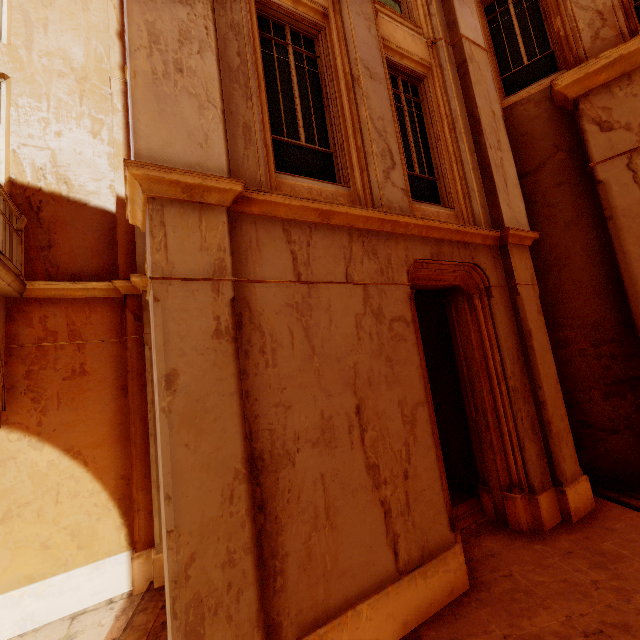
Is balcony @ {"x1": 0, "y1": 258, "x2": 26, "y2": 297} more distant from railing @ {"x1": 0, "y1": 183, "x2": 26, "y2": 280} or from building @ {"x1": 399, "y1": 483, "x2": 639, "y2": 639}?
building @ {"x1": 399, "y1": 483, "x2": 639, "y2": 639}

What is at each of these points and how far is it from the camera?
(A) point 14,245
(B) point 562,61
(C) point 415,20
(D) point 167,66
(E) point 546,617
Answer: (A) railing, 4.7m
(B) window, 6.6m
(C) window, 6.2m
(D) column, 3.0m
(E) building, 3.2m

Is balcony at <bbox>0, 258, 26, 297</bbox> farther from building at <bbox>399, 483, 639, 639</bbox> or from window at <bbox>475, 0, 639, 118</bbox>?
window at <bbox>475, 0, 639, 118</bbox>

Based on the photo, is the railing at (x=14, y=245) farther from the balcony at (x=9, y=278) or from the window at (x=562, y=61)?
the window at (x=562, y=61)

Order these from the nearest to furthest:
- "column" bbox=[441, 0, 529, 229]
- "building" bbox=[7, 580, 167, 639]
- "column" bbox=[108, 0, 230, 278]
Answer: "column" bbox=[108, 0, 230, 278] < "building" bbox=[7, 580, 167, 639] < "column" bbox=[441, 0, 529, 229]

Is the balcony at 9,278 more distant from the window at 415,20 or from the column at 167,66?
the window at 415,20

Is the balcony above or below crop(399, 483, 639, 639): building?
above

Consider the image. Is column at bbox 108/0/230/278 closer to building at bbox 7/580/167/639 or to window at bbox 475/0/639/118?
window at bbox 475/0/639/118
